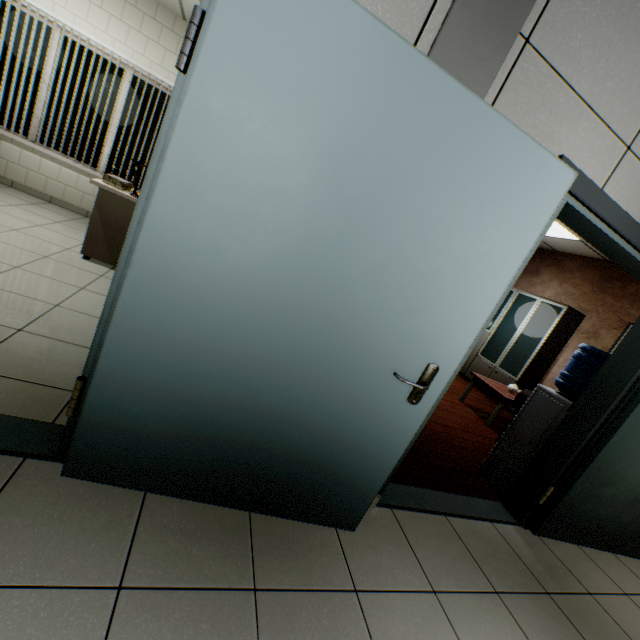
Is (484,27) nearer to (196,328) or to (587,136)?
(587,136)

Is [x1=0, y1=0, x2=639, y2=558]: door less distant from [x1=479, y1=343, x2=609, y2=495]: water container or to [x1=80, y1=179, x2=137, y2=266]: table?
[x1=479, y1=343, x2=609, y2=495]: water container

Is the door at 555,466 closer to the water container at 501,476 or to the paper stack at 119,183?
the water container at 501,476

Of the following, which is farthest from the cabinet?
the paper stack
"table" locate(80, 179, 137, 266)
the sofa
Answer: the paper stack

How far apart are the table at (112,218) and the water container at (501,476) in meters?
3.4

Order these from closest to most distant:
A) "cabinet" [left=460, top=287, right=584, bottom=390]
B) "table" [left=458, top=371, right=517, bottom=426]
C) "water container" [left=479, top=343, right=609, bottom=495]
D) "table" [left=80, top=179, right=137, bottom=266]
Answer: "water container" [left=479, top=343, right=609, bottom=495] → "table" [left=80, top=179, right=137, bottom=266] → "table" [left=458, top=371, right=517, bottom=426] → "cabinet" [left=460, top=287, right=584, bottom=390]

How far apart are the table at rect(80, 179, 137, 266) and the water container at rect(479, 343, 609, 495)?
3.4 meters

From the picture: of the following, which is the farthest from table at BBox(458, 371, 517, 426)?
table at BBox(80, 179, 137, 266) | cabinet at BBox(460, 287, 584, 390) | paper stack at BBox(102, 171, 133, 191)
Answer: paper stack at BBox(102, 171, 133, 191)
